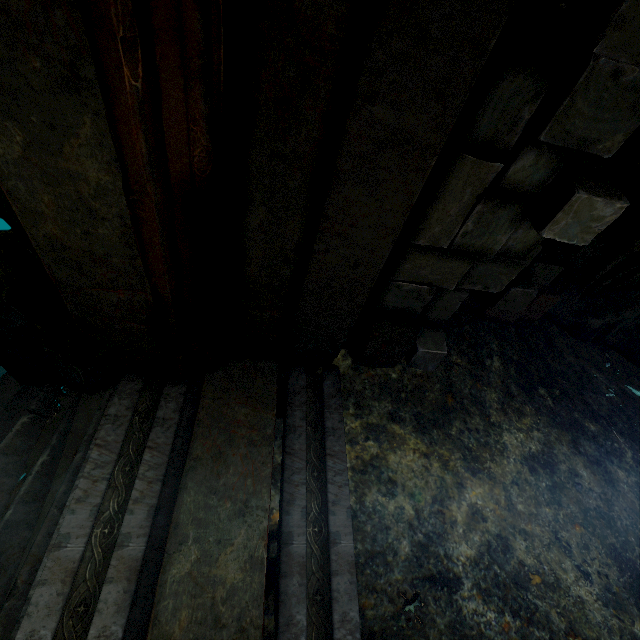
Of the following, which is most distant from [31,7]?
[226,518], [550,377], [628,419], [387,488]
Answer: [628,419]

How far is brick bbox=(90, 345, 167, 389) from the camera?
2.4m

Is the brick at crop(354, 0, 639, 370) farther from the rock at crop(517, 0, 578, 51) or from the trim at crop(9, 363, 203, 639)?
the trim at crop(9, 363, 203, 639)

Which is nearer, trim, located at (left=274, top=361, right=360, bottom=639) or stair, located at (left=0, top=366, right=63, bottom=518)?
trim, located at (left=274, top=361, right=360, bottom=639)

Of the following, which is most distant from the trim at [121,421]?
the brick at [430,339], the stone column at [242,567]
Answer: the brick at [430,339]

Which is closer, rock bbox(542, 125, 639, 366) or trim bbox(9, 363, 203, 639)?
trim bbox(9, 363, 203, 639)

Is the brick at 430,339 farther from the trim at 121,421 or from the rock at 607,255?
the trim at 121,421

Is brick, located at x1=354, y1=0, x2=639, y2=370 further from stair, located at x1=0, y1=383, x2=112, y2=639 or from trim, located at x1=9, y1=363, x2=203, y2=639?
stair, located at x1=0, y1=383, x2=112, y2=639
